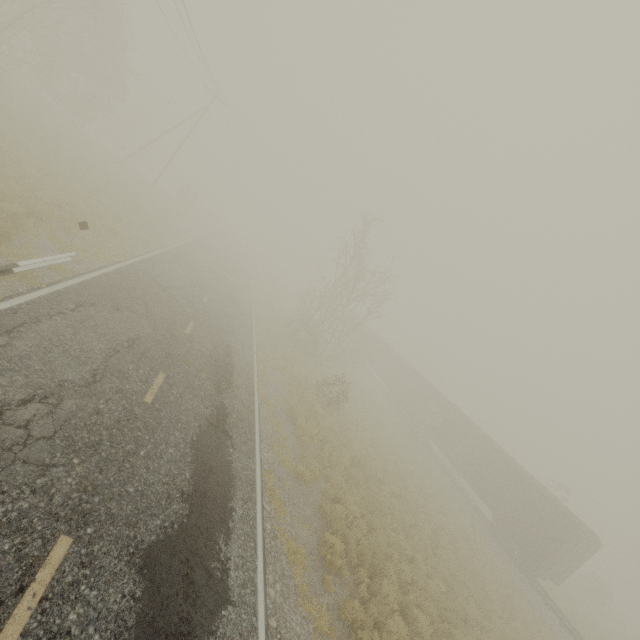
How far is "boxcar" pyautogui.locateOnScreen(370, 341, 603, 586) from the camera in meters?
19.7 m

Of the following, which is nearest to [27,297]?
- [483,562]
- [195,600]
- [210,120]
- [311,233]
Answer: [195,600]

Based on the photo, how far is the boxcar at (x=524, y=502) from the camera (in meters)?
19.73
